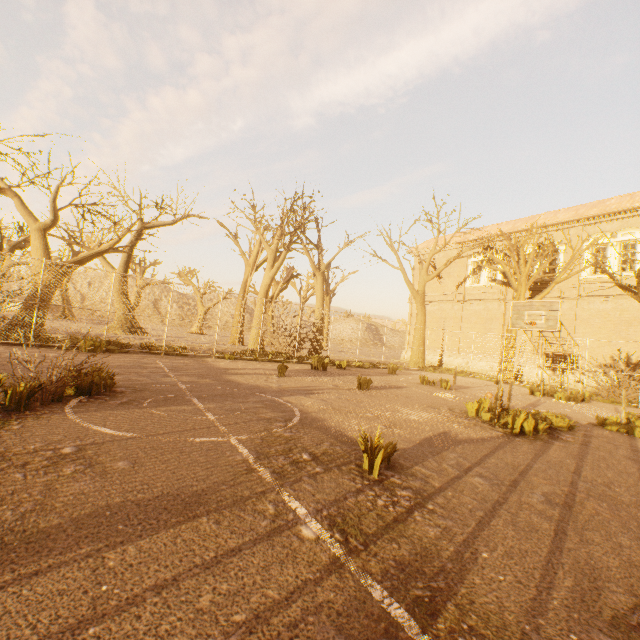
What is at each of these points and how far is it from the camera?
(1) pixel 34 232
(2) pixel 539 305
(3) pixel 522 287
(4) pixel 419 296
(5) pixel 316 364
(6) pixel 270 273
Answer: (1) tree, 12.5m
(2) basketballbackboardstansion, 12.7m
(3) tree, 19.7m
(4) tree, 24.2m
(5) instancedfoliageactor, 14.2m
(6) tree, 20.6m

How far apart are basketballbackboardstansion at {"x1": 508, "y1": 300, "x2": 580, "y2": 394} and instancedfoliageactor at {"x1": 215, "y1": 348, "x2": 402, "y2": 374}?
8.3m

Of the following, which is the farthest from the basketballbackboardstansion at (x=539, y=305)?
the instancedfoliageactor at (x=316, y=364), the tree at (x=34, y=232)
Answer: the instancedfoliageactor at (x=316, y=364)

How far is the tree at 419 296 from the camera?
22.9 meters

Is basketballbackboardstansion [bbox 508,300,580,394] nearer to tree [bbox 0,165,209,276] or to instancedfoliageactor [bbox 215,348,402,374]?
tree [bbox 0,165,209,276]

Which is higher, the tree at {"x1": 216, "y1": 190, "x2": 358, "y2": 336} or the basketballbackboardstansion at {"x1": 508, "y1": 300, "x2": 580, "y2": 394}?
the tree at {"x1": 216, "y1": 190, "x2": 358, "y2": 336}

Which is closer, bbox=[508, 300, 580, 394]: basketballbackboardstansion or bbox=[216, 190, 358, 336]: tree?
bbox=[508, 300, 580, 394]: basketballbackboardstansion
